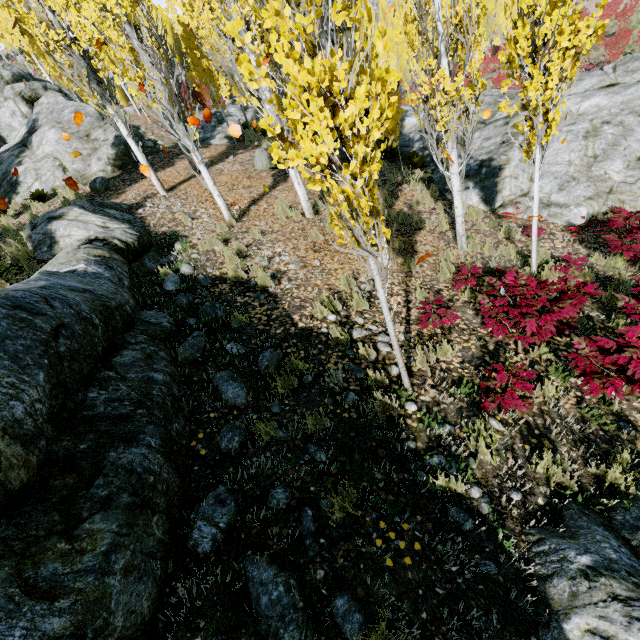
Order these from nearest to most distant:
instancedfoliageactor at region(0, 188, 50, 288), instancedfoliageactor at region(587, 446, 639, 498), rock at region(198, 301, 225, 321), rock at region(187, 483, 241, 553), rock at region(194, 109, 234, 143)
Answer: rock at region(187, 483, 241, 553)
instancedfoliageactor at region(587, 446, 639, 498)
rock at region(198, 301, 225, 321)
instancedfoliageactor at region(0, 188, 50, 288)
rock at region(194, 109, 234, 143)

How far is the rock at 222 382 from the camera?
3.59m

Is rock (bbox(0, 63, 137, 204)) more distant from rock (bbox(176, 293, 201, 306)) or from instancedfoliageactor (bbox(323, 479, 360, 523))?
rock (bbox(176, 293, 201, 306))

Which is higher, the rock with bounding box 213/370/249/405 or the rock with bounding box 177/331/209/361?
the rock with bounding box 177/331/209/361

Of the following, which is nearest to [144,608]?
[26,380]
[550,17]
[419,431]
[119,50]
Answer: [26,380]

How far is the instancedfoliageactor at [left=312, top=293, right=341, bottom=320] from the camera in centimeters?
506cm

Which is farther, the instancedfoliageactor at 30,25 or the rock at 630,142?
the rock at 630,142

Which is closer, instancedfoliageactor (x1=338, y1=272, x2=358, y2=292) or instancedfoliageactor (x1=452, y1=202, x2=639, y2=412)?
instancedfoliageactor (x1=452, y1=202, x2=639, y2=412)
